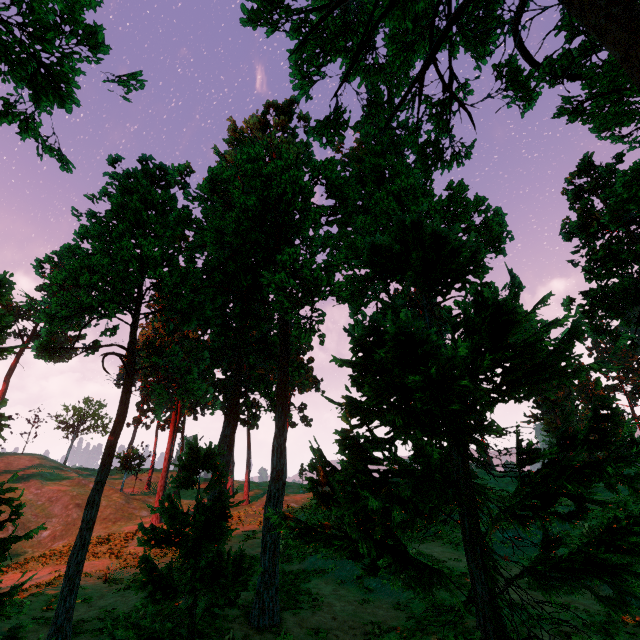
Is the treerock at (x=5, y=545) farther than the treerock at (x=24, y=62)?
No

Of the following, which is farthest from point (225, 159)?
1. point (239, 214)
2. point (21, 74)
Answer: point (21, 74)

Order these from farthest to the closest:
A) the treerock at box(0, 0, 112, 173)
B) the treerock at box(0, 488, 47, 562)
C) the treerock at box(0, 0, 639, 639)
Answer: the treerock at box(0, 0, 112, 173)
the treerock at box(0, 0, 639, 639)
the treerock at box(0, 488, 47, 562)

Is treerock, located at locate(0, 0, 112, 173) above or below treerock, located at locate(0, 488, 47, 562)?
above

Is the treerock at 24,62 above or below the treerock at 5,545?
above

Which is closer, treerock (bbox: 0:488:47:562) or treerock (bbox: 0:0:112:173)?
treerock (bbox: 0:488:47:562)
